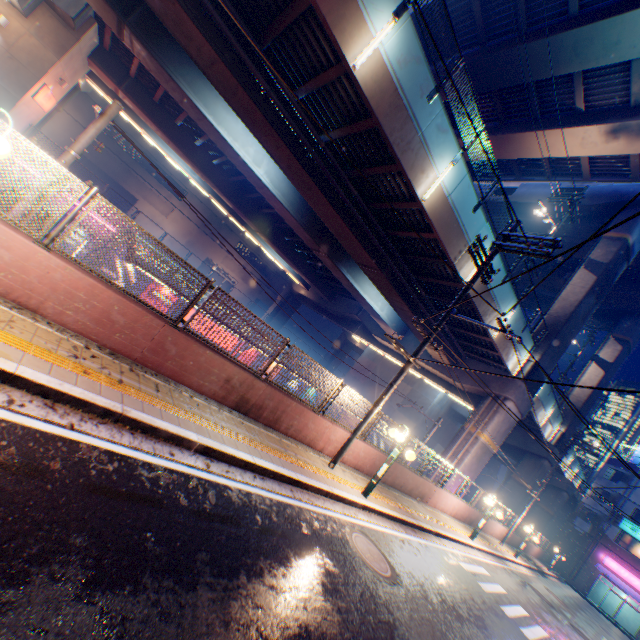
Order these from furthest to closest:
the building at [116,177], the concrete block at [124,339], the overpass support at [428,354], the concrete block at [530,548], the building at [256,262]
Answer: the building at [256,262], the building at [116,177], the concrete block at [530,548], the overpass support at [428,354], the concrete block at [124,339]

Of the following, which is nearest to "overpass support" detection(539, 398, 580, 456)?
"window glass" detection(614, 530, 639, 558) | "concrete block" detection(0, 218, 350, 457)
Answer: "concrete block" detection(0, 218, 350, 457)

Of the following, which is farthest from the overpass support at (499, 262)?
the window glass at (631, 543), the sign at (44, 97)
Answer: the window glass at (631, 543)

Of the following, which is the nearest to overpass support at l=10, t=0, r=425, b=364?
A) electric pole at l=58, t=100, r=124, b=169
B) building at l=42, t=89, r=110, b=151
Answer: electric pole at l=58, t=100, r=124, b=169

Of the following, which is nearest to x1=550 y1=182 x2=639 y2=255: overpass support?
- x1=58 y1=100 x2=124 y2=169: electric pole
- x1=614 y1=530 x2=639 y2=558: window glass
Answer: x1=58 y1=100 x2=124 y2=169: electric pole

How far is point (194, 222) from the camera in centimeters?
4622cm

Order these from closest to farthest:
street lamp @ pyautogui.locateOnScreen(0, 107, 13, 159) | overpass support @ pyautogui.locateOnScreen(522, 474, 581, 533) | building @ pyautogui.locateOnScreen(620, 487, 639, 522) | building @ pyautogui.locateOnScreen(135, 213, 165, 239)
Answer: street lamp @ pyautogui.locateOnScreen(0, 107, 13, 159), building @ pyautogui.locateOnScreen(620, 487, 639, 522), overpass support @ pyautogui.locateOnScreen(522, 474, 581, 533), building @ pyautogui.locateOnScreen(135, 213, 165, 239)

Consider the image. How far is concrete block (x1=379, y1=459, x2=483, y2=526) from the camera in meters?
13.2 m
